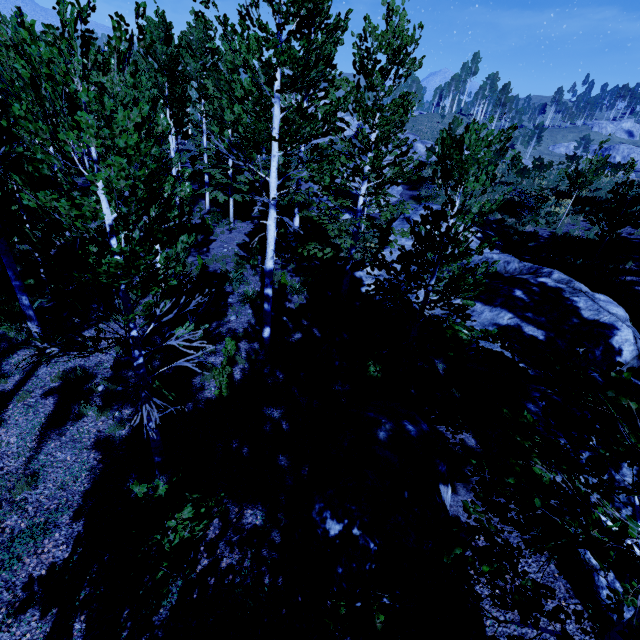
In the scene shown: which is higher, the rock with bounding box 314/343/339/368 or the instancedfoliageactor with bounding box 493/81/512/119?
the instancedfoliageactor with bounding box 493/81/512/119

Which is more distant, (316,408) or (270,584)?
(316,408)

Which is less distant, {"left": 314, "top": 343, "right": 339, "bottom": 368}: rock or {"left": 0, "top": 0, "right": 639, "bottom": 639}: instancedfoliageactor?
{"left": 0, "top": 0, "right": 639, "bottom": 639}: instancedfoliageactor

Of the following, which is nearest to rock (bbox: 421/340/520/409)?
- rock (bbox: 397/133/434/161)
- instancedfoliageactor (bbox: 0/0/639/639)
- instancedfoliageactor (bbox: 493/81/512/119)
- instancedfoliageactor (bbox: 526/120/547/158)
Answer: instancedfoliageactor (bbox: 0/0/639/639)

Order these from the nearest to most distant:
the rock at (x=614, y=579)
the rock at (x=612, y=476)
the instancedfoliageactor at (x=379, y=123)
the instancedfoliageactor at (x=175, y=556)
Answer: the instancedfoliageactor at (x=379, y=123) < the instancedfoliageactor at (x=175, y=556) < the rock at (x=614, y=579) < the rock at (x=612, y=476)

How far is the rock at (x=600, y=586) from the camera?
4.9m

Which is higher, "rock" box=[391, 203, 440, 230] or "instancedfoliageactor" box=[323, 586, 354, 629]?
"instancedfoliageactor" box=[323, 586, 354, 629]
